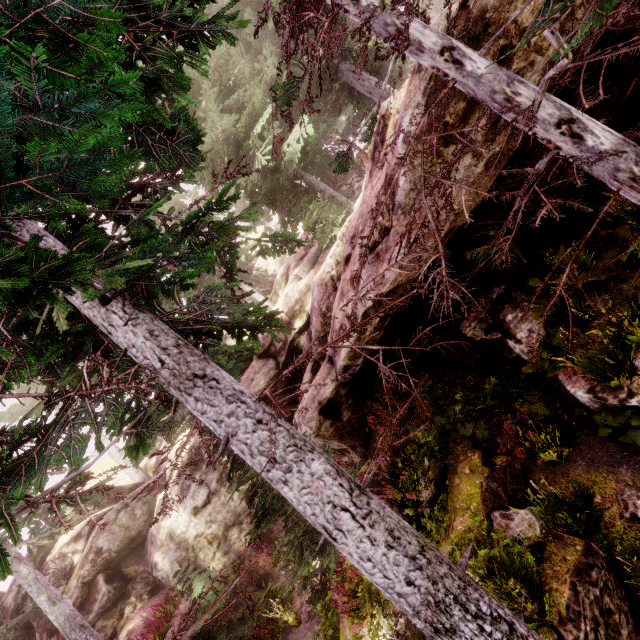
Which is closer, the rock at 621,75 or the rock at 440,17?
the rock at 440,17

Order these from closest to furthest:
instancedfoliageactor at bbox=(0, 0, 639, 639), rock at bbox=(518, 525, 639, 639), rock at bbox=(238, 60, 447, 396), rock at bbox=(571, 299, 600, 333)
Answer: instancedfoliageactor at bbox=(0, 0, 639, 639) → rock at bbox=(518, 525, 639, 639) → rock at bbox=(238, 60, 447, 396) → rock at bbox=(571, 299, 600, 333)

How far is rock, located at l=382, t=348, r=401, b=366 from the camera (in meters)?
10.11

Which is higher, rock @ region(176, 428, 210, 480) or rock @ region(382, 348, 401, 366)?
rock @ region(176, 428, 210, 480)

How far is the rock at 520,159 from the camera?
4.7 meters

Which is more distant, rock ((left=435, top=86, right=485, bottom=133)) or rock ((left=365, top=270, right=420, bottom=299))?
rock ((left=365, top=270, right=420, bottom=299))

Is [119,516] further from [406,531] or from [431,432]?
[406,531]
